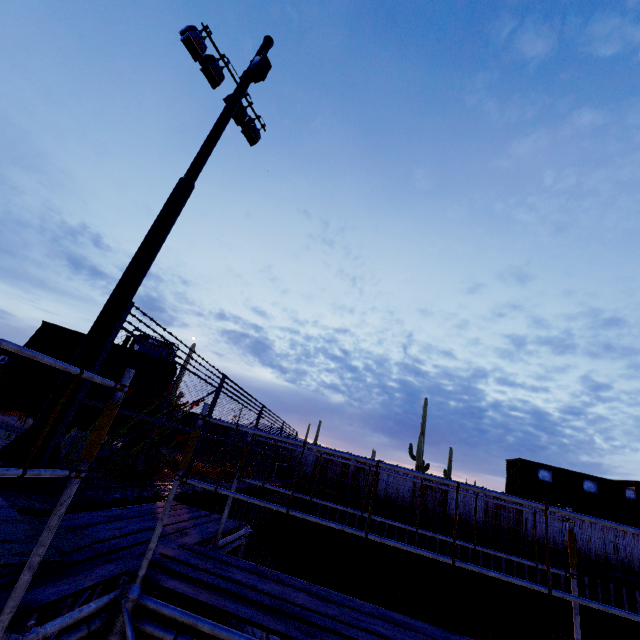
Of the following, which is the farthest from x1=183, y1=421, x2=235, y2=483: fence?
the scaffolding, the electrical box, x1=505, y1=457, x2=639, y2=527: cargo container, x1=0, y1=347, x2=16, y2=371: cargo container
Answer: the electrical box

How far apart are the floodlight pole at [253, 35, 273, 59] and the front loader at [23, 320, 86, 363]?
3.8 meters

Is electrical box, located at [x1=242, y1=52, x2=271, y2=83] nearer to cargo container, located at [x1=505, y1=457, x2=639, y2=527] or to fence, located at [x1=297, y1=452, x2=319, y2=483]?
fence, located at [x1=297, y1=452, x2=319, y2=483]

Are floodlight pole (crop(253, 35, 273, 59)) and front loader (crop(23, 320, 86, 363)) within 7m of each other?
yes

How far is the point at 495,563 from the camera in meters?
15.2 m

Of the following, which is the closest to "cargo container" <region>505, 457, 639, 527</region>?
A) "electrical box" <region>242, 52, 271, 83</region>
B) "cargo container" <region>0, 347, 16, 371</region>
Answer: "electrical box" <region>242, 52, 271, 83</region>

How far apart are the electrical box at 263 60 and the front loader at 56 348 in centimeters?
784cm

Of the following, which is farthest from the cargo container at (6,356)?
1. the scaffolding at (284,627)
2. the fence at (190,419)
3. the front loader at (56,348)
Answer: the scaffolding at (284,627)
